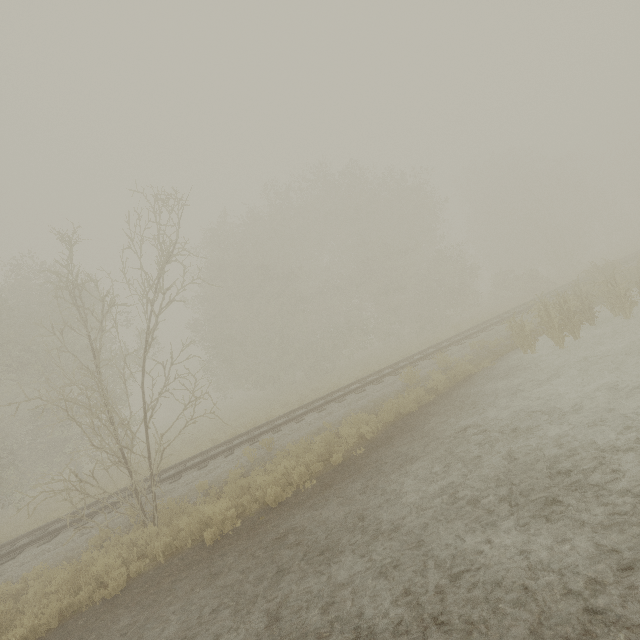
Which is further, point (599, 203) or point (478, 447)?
point (599, 203)
